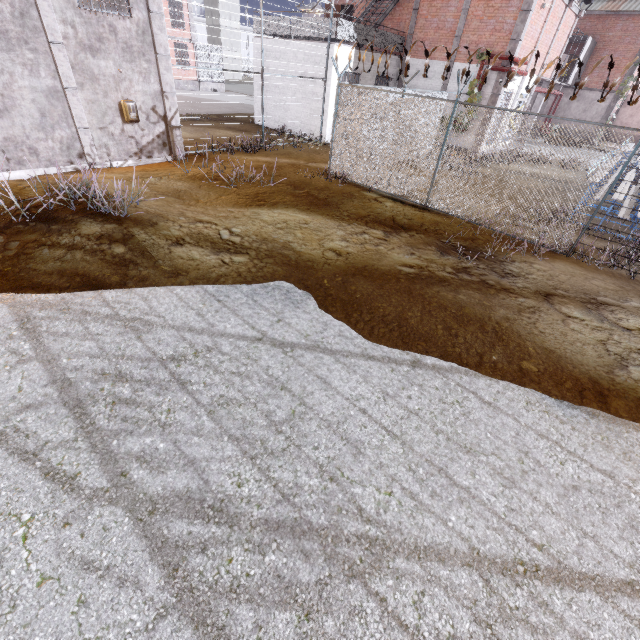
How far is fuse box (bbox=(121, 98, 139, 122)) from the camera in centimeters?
1026cm

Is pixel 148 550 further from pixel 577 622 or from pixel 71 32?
pixel 71 32

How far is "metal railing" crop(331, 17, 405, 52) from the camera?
14.7m

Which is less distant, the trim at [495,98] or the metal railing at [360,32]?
the metal railing at [360,32]

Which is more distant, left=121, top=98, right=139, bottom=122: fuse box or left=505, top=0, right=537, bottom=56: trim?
left=505, top=0, right=537, bottom=56: trim

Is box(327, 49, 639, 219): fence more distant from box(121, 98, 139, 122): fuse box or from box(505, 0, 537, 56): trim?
box(121, 98, 139, 122): fuse box

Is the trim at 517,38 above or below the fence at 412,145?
above

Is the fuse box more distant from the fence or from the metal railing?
the metal railing
